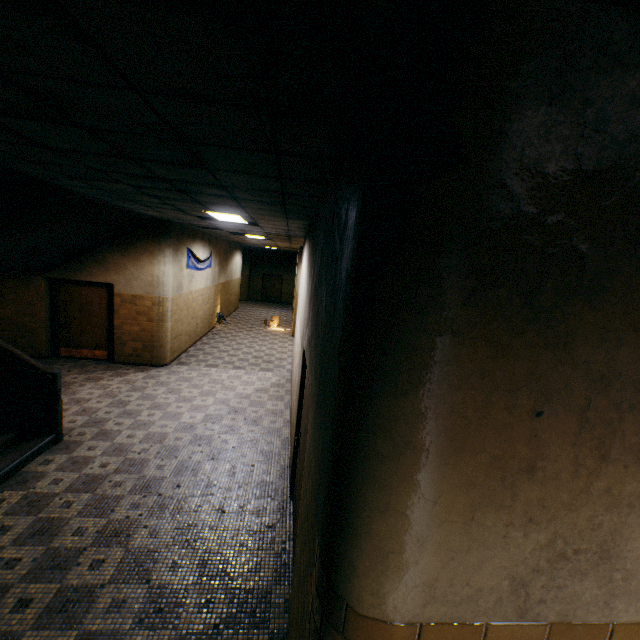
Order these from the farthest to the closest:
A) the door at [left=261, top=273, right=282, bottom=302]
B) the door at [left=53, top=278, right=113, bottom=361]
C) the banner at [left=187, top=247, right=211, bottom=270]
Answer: the door at [left=261, top=273, right=282, bottom=302]
the banner at [left=187, top=247, right=211, bottom=270]
the door at [left=53, top=278, right=113, bottom=361]

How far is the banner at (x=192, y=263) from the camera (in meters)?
10.05

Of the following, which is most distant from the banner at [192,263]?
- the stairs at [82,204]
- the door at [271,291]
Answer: the door at [271,291]

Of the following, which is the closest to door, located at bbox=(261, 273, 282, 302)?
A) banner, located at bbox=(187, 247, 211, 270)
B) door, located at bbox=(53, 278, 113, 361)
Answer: banner, located at bbox=(187, 247, 211, 270)

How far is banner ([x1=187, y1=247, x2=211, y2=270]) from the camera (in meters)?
10.05

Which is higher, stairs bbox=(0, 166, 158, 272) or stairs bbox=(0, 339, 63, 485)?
stairs bbox=(0, 166, 158, 272)

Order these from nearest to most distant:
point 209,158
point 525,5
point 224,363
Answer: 1. point 525,5
2. point 209,158
3. point 224,363

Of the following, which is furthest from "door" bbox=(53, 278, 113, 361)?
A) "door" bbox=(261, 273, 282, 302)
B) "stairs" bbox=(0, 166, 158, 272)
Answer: "door" bbox=(261, 273, 282, 302)
